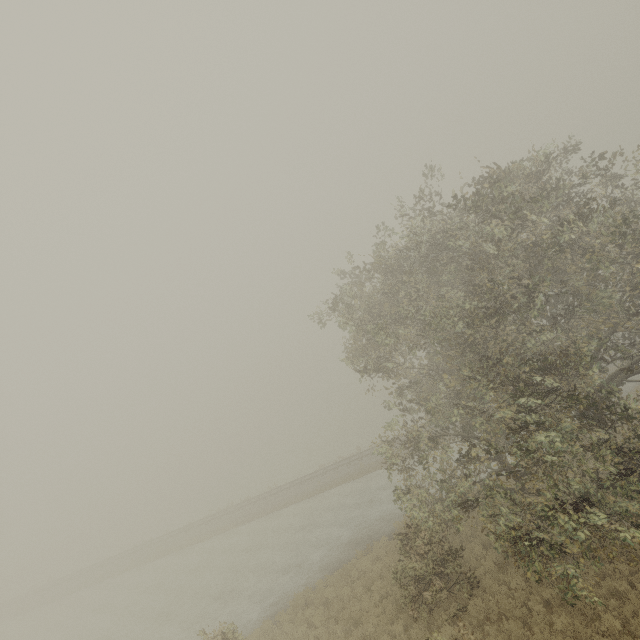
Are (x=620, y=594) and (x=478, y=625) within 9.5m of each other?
yes
